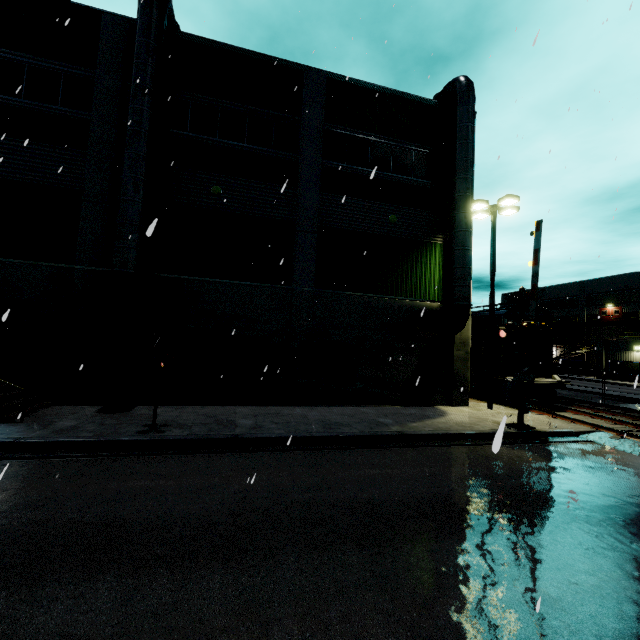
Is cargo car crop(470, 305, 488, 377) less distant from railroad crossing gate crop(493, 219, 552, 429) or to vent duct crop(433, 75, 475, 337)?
vent duct crop(433, 75, 475, 337)

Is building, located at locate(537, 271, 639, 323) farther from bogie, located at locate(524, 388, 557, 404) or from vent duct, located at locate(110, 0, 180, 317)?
bogie, located at locate(524, 388, 557, 404)

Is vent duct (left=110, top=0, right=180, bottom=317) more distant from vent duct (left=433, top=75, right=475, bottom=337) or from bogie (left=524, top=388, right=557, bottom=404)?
bogie (left=524, top=388, right=557, bottom=404)

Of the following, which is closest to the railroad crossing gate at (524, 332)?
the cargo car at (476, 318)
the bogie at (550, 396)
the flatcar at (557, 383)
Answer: the cargo car at (476, 318)

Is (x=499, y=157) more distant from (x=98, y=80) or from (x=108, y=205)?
(x=98, y=80)

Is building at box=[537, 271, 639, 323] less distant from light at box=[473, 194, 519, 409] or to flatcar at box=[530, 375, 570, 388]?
light at box=[473, 194, 519, 409]

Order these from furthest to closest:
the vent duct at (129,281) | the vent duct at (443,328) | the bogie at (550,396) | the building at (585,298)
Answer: the building at (585,298) < the bogie at (550,396) < the vent duct at (443,328) < the vent duct at (129,281)

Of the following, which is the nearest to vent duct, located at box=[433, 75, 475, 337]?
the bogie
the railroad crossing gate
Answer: the railroad crossing gate
